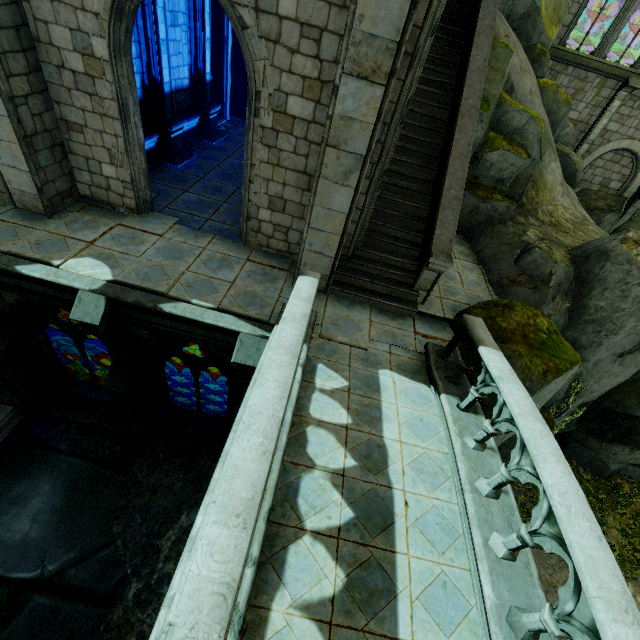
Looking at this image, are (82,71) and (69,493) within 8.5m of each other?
no

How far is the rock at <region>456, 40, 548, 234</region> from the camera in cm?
1010

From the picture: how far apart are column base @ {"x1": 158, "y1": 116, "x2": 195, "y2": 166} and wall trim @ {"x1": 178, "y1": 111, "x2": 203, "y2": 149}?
0.0m

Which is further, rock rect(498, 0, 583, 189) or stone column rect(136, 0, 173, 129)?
rock rect(498, 0, 583, 189)

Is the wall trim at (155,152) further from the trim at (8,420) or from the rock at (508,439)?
the trim at (8,420)

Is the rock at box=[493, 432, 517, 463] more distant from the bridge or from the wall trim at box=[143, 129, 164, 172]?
the wall trim at box=[143, 129, 164, 172]

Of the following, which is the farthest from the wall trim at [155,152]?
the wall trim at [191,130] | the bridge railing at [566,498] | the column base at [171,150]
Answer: the bridge railing at [566,498]

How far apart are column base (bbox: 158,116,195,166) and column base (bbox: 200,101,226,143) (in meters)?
1.72
